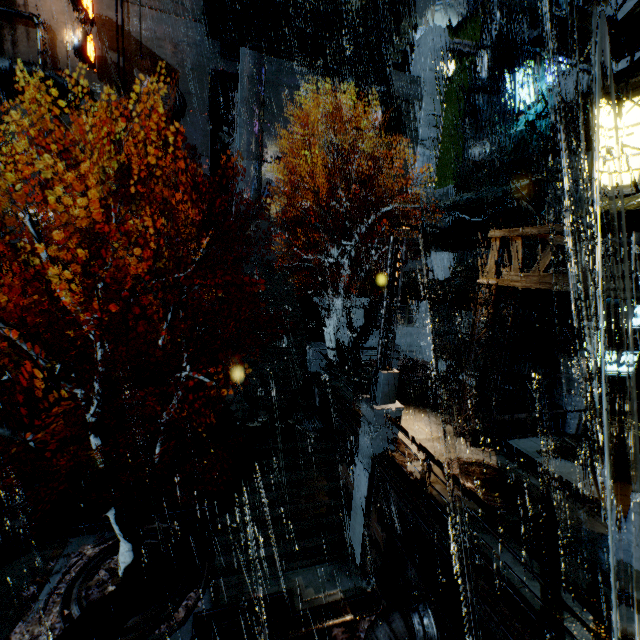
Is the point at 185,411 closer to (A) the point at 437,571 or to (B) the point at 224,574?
(B) the point at 224,574

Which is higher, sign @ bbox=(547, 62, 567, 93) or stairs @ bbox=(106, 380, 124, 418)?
sign @ bbox=(547, 62, 567, 93)

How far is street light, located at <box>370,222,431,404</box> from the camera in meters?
10.0

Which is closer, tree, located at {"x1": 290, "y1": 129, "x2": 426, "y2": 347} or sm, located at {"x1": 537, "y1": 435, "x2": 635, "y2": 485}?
sm, located at {"x1": 537, "y1": 435, "x2": 635, "y2": 485}

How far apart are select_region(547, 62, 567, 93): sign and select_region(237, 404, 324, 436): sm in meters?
17.9

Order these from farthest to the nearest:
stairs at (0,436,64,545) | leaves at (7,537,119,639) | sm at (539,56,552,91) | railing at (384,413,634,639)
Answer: sm at (539,56,552,91) → stairs at (0,436,64,545) → leaves at (7,537,119,639) → railing at (384,413,634,639)

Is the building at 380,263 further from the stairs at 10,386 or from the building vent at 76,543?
the building vent at 76,543

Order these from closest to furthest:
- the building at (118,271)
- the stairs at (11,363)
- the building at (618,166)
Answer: the building at (618,166)
the stairs at (11,363)
the building at (118,271)
